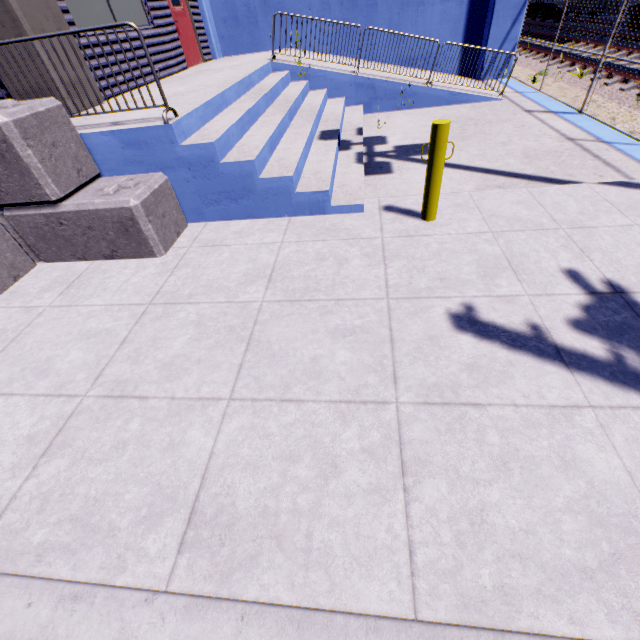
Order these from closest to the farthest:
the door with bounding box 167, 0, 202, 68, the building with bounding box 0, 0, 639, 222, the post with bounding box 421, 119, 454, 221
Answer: the post with bounding box 421, 119, 454, 221 → the building with bounding box 0, 0, 639, 222 → the door with bounding box 167, 0, 202, 68

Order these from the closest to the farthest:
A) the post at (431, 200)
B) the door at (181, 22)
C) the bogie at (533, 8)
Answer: the post at (431, 200)
the door at (181, 22)
the bogie at (533, 8)

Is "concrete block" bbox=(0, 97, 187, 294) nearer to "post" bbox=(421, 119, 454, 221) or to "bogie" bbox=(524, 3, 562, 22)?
"post" bbox=(421, 119, 454, 221)

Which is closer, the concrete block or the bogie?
the concrete block

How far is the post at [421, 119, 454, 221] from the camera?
3.7 meters

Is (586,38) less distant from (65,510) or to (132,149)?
(132,149)

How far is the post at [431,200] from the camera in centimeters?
369cm

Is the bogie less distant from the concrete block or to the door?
the door
